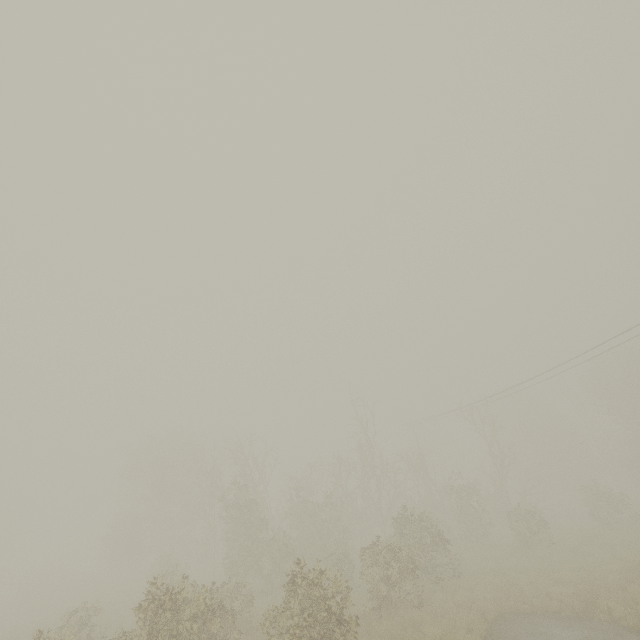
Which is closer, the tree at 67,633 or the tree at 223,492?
the tree at 67,633

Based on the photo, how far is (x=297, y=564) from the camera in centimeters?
990cm

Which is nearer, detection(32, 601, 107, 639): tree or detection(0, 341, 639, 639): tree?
detection(32, 601, 107, 639): tree
